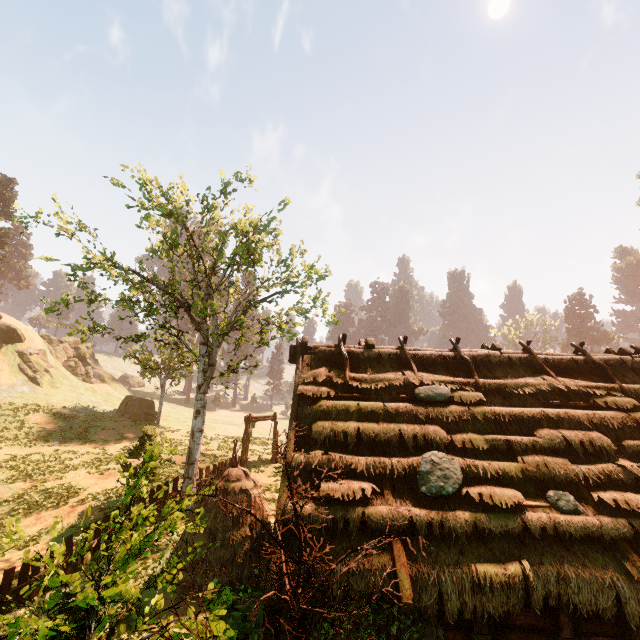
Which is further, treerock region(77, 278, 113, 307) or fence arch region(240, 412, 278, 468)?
fence arch region(240, 412, 278, 468)

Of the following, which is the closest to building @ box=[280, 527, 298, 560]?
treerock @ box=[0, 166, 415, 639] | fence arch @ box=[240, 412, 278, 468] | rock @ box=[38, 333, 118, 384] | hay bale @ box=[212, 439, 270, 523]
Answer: treerock @ box=[0, 166, 415, 639]

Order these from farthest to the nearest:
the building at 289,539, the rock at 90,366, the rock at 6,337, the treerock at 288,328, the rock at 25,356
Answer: the rock at 90,366 → the rock at 25,356 → the rock at 6,337 → the treerock at 288,328 → the building at 289,539

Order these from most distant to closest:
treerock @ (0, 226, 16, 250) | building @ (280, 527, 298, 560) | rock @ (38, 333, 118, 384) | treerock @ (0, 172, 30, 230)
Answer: rock @ (38, 333, 118, 384), treerock @ (0, 226, 16, 250), treerock @ (0, 172, 30, 230), building @ (280, 527, 298, 560)

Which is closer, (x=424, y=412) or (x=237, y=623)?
(x=424, y=412)

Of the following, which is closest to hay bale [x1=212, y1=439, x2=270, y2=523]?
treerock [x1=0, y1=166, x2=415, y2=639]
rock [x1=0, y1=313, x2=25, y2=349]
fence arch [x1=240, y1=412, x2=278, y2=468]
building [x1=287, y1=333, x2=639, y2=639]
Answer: building [x1=287, y1=333, x2=639, y2=639]

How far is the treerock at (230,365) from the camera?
16.16m

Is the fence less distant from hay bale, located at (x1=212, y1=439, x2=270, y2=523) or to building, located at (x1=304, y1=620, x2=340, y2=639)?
hay bale, located at (x1=212, y1=439, x2=270, y2=523)
